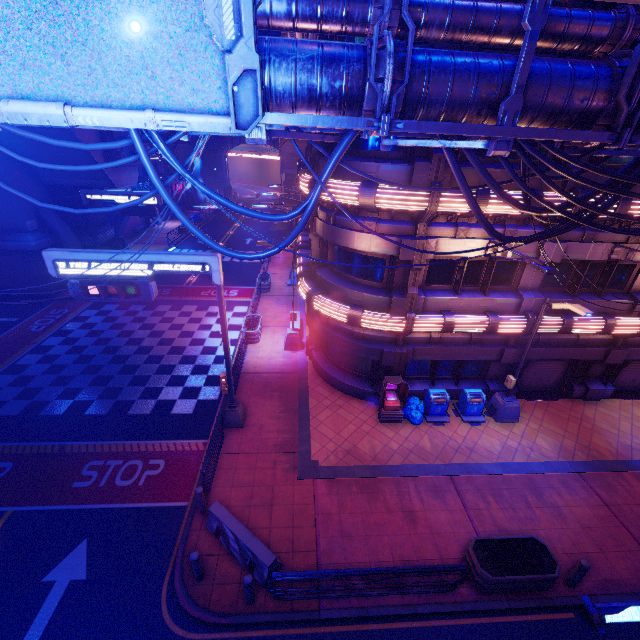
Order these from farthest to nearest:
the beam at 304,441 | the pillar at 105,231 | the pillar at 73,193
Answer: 1. the pillar at 105,231
2. the pillar at 73,193
3. the beam at 304,441

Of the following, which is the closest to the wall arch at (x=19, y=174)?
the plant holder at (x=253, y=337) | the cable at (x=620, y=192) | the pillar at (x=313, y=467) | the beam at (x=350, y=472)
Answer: the cable at (x=620, y=192)

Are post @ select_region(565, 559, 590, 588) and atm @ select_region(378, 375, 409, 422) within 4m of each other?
no

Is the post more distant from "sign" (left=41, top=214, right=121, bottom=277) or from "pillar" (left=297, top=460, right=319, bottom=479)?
"sign" (left=41, top=214, right=121, bottom=277)

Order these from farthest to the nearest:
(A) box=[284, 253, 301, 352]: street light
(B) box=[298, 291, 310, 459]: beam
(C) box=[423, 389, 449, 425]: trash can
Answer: (A) box=[284, 253, 301, 352]: street light < (C) box=[423, 389, 449, 425]: trash can < (B) box=[298, 291, 310, 459]: beam

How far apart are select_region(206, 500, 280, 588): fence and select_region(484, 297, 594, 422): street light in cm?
1059

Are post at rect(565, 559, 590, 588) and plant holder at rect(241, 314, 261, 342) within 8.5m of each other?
no

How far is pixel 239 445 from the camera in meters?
12.5
